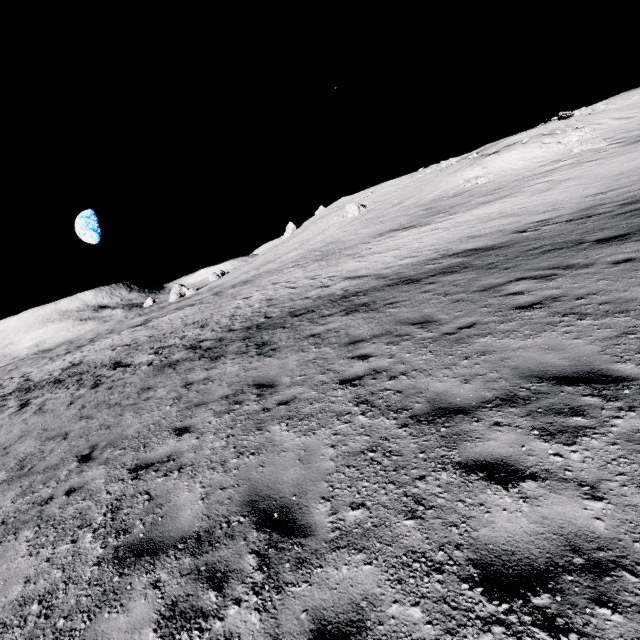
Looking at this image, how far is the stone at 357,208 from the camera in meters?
53.2

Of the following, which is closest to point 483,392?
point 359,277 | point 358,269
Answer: point 359,277

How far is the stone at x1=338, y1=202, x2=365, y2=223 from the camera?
53.2 meters
